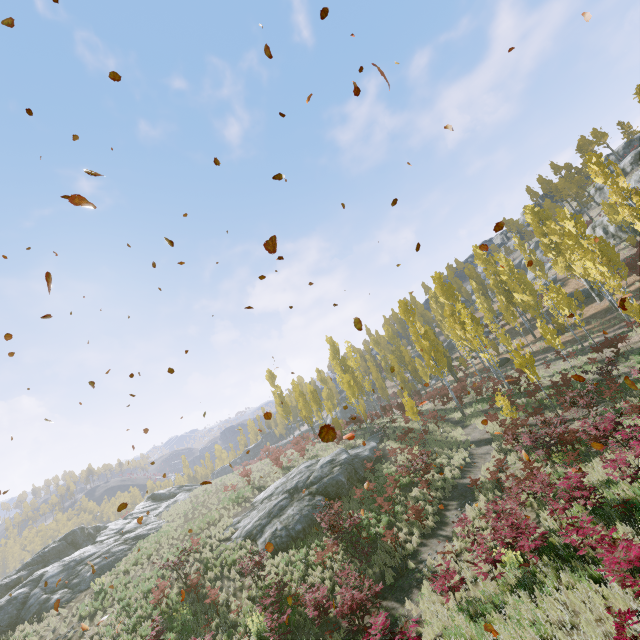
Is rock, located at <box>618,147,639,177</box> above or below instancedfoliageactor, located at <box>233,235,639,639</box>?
above

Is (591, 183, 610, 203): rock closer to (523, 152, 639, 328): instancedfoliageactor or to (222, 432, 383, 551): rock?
(523, 152, 639, 328): instancedfoliageactor

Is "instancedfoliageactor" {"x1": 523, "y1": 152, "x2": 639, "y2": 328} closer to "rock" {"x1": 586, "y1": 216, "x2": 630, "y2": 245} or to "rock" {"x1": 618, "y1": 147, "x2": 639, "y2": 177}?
"rock" {"x1": 586, "y1": 216, "x2": 630, "y2": 245}

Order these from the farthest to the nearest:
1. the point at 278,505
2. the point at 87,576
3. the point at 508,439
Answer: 1. the point at 87,576
2. the point at 278,505
3. the point at 508,439

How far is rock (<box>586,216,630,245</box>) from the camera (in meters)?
40.39

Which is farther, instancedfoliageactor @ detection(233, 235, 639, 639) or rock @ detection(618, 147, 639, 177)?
rock @ detection(618, 147, 639, 177)

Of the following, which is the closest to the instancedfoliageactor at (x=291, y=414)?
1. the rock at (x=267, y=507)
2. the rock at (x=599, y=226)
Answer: the rock at (x=267, y=507)
